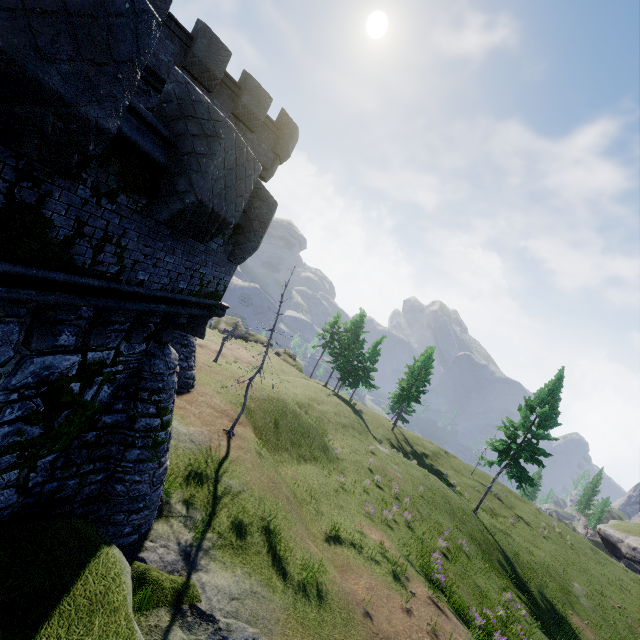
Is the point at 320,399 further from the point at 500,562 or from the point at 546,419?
the point at 546,419
